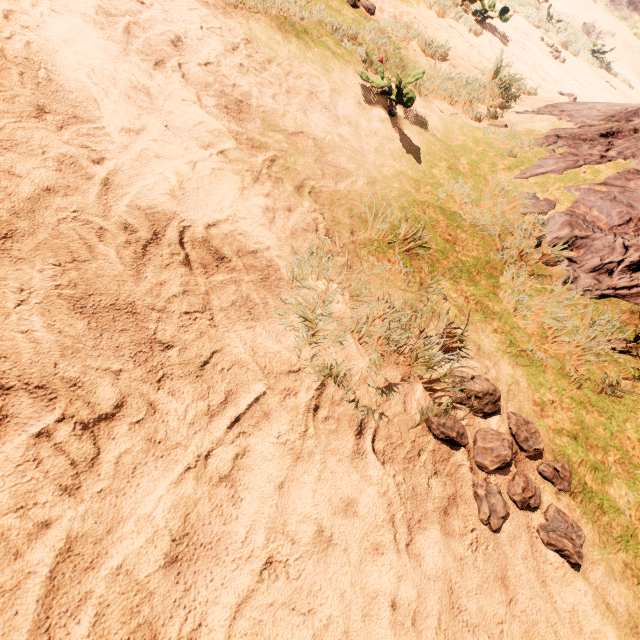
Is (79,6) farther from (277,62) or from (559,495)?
(559,495)
